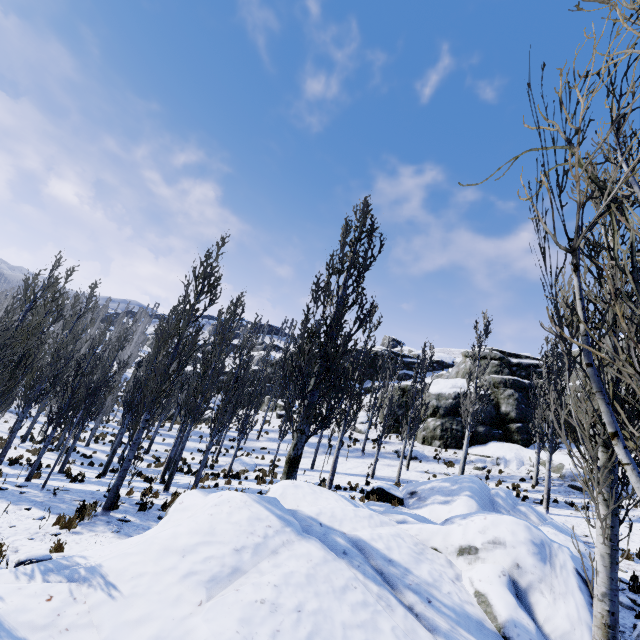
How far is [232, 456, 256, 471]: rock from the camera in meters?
22.6 m

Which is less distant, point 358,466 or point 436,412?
point 358,466

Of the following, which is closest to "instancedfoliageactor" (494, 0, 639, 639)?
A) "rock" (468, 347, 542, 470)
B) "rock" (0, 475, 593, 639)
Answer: "rock" (0, 475, 593, 639)

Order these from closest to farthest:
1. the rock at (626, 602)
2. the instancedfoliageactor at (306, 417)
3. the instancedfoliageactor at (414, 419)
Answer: the rock at (626, 602)
the instancedfoliageactor at (306, 417)
the instancedfoliageactor at (414, 419)

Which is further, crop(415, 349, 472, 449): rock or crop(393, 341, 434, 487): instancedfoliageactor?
crop(415, 349, 472, 449): rock

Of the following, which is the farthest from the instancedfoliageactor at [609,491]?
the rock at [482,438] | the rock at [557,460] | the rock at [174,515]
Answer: the rock at [557,460]

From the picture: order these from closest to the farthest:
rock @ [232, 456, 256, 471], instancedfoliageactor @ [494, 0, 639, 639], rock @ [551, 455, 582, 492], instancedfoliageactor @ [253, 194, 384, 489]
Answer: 1. instancedfoliageactor @ [494, 0, 639, 639]
2. instancedfoliageactor @ [253, 194, 384, 489]
3. rock @ [551, 455, 582, 492]
4. rock @ [232, 456, 256, 471]

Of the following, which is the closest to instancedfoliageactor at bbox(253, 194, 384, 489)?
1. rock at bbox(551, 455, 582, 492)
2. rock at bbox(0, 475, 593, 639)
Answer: rock at bbox(0, 475, 593, 639)
